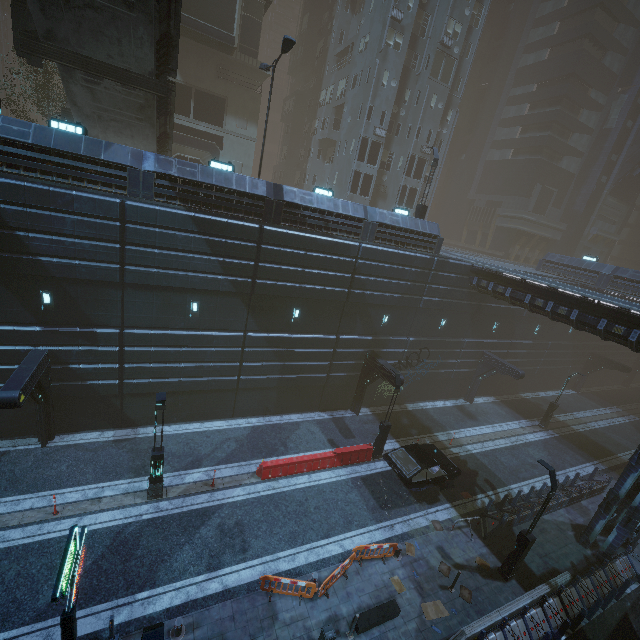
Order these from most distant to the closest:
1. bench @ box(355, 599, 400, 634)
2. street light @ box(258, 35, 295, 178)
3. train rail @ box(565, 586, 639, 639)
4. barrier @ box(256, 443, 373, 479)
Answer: barrier @ box(256, 443, 373, 479) → street light @ box(258, 35, 295, 178) → train rail @ box(565, 586, 639, 639) → bench @ box(355, 599, 400, 634)

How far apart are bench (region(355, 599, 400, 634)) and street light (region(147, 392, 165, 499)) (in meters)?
9.05

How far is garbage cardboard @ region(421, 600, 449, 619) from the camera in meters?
12.1

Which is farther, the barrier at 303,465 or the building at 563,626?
the barrier at 303,465

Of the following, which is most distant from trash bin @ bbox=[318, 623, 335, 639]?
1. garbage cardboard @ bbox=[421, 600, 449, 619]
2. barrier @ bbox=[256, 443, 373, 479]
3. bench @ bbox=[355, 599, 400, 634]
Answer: barrier @ bbox=[256, 443, 373, 479]

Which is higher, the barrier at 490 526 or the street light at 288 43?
the street light at 288 43

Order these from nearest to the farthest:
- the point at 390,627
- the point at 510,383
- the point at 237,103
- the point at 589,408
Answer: the point at 390,627
the point at 237,103
the point at 510,383
the point at 589,408

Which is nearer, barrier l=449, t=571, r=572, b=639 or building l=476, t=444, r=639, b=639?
barrier l=449, t=571, r=572, b=639
